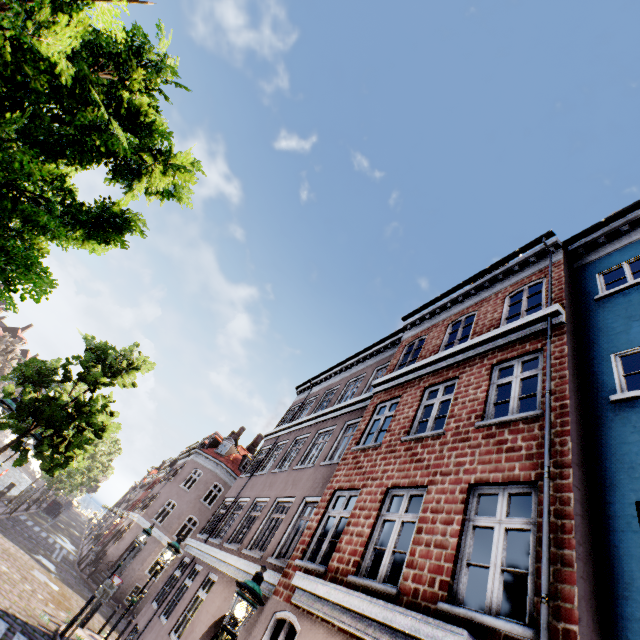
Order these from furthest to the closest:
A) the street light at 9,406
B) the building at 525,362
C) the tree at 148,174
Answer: the street light at 9,406
the building at 525,362
the tree at 148,174

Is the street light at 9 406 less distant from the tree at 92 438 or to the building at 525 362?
the tree at 92 438

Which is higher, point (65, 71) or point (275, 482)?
point (275, 482)

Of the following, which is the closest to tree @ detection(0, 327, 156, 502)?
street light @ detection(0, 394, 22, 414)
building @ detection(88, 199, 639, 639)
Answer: street light @ detection(0, 394, 22, 414)

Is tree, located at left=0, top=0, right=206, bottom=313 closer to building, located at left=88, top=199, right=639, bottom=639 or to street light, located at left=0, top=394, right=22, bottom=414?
street light, located at left=0, top=394, right=22, bottom=414

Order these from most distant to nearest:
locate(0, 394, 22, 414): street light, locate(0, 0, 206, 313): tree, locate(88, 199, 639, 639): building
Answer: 1. locate(0, 394, 22, 414): street light
2. locate(88, 199, 639, 639): building
3. locate(0, 0, 206, 313): tree

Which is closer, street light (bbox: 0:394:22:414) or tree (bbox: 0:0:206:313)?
tree (bbox: 0:0:206:313)
